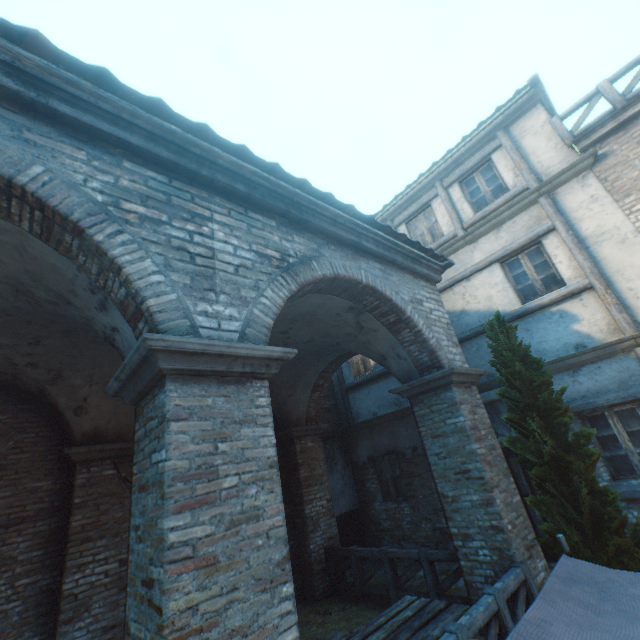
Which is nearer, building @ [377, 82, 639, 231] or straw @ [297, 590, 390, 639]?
straw @ [297, 590, 390, 639]

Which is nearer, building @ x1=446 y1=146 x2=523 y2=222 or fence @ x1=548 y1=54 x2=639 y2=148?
fence @ x1=548 y1=54 x2=639 y2=148

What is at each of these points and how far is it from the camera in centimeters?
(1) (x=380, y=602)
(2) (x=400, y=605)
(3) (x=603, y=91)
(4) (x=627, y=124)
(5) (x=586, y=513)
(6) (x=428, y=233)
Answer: (1) straw, 688cm
(2) table, 481cm
(3) fence, 725cm
(4) building, 693cm
(5) tree, 447cm
(6) building, 1038cm

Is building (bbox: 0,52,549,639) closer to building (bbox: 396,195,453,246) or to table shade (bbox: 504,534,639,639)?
building (bbox: 396,195,453,246)

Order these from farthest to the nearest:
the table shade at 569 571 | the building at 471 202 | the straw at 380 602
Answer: the building at 471 202 → the straw at 380 602 → the table shade at 569 571

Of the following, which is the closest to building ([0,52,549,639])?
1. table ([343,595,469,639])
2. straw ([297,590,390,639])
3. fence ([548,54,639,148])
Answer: fence ([548,54,639,148])

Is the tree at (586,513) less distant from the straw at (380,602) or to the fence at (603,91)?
the straw at (380,602)

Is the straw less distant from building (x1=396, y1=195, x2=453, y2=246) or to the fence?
building (x1=396, y1=195, x2=453, y2=246)
